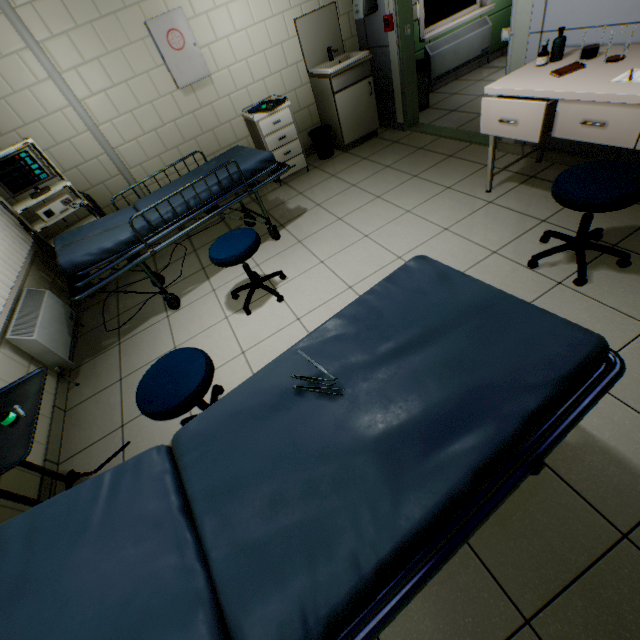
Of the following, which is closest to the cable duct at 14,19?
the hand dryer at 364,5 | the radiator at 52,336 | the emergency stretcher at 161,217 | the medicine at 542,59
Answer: the emergency stretcher at 161,217

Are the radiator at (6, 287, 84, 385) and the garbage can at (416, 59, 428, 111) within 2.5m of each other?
no

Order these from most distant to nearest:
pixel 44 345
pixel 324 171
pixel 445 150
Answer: pixel 324 171 < pixel 445 150 < pixel 44 345

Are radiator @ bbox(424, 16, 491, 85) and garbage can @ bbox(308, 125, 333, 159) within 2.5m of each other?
yes

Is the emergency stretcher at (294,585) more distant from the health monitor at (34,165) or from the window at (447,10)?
the window at (447,10)

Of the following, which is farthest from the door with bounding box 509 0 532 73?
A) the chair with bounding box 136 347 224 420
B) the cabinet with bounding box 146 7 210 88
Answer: the chair with bounding box 136 347 224 420

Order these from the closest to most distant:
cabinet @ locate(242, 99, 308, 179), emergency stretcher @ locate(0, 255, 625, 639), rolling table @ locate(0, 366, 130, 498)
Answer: emergency stretcher @ locate(0, 255, 625, 639) → rolling table @ locate(0, 366, 130, 498) → cabinet @ locate(242, 99, 308, 179)

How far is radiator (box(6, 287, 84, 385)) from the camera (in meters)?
2.51
